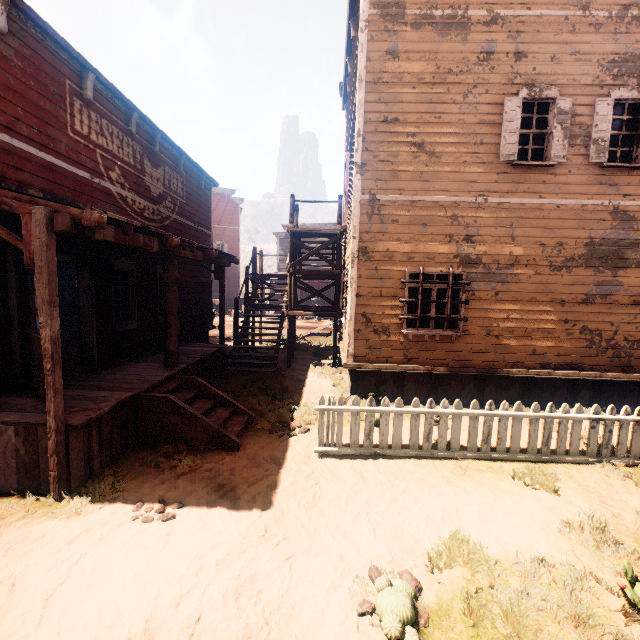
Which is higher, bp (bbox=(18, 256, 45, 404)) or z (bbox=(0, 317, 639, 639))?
bp (bbox=(18, 256, 45, 404))

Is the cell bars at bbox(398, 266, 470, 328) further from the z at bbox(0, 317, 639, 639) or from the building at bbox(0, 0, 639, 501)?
the z at bbox(0, 317, 639, 639)

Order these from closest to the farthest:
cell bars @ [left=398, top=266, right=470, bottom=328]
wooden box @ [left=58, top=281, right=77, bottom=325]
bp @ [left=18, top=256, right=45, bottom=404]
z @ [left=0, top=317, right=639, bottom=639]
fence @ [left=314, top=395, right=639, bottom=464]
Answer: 1. z @ [left=0, top=317, right=639, bottom=639]
2. bp @ [left=18, top=256, right=45, bottom=404]
3. fence @ [left=314, top=395, right=639, bottom=464]
4. cell bars @ [left=398, top=266, right=470, bottom=328]
5. wooden box @ [left=58, top=281, right=77, bottom=325]

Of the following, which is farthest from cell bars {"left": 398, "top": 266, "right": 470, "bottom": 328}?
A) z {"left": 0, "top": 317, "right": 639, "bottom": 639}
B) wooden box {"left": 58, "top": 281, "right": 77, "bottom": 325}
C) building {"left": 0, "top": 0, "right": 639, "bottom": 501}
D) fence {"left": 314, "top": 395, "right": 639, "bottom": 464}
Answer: wooden box {"left": 58, "top": 281, "right": 77, "bottom": 325}

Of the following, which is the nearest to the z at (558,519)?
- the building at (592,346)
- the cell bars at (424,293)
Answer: the building at (592,346)

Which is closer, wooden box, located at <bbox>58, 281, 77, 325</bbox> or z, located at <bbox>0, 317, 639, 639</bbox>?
z, located at <bbox>0, 317, 639, 639</bbox>

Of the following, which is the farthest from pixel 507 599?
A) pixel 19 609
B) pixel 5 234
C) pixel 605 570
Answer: pixel 5 234

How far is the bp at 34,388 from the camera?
4.8 meters
